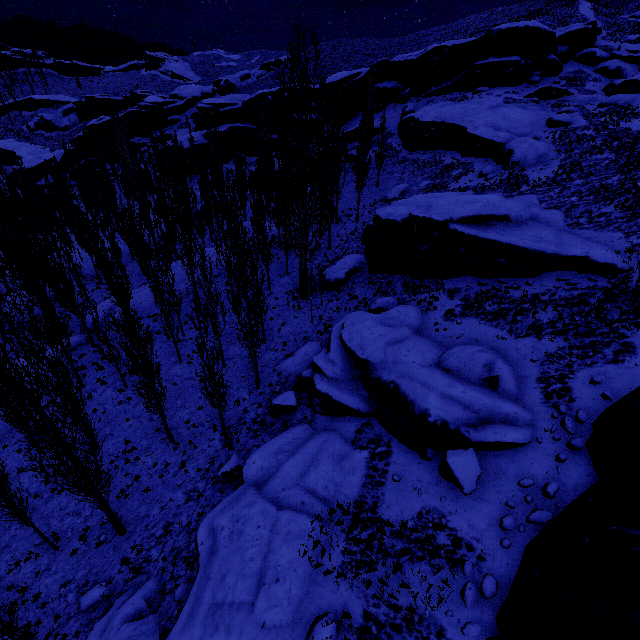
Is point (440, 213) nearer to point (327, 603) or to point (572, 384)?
point (572, 384)

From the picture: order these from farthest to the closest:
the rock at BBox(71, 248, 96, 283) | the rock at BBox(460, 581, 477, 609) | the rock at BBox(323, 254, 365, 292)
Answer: the rock at BBox(71, 248, 96, 283)
the rock at BBox(323, 254, 365, 292)
the rock at BBox(460, 581, 477, 609)

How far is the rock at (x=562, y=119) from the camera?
31.1m

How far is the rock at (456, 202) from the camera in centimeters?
1672cm

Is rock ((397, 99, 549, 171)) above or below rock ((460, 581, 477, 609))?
above

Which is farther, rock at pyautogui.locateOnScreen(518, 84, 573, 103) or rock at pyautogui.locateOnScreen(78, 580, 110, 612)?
rock at pyautogui.locateOnScreen(518, 84, 573, 103)

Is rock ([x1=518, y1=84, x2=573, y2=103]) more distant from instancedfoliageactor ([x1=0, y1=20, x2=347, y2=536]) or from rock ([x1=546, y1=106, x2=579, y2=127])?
instancedfoliageactor ([x1=0, y1=20, x2=347, y2=536])

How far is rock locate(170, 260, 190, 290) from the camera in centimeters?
2965cm
